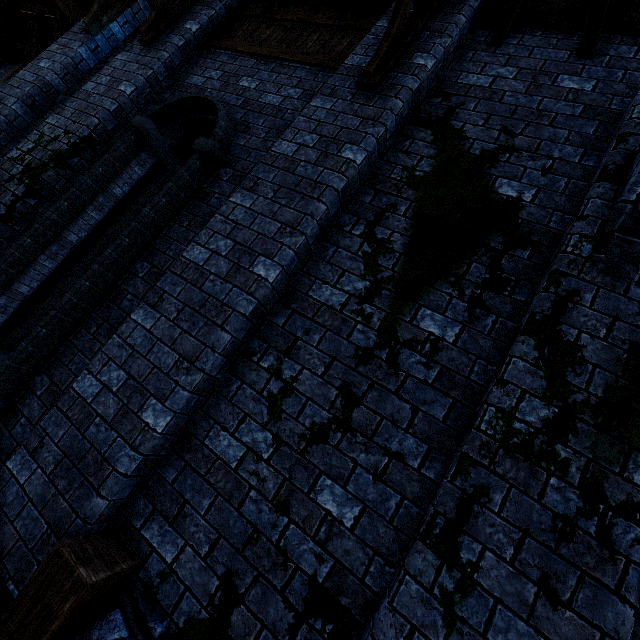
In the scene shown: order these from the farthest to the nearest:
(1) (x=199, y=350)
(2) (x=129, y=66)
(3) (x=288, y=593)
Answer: (2) (x=129, y=66) → (1) (x=199, y=350) → (3) (x=288, y=593)

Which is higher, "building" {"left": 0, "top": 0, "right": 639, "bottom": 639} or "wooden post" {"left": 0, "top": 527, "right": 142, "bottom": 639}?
"building" {"left": 0, "top": 0, "right": 639, "bottom": 639}

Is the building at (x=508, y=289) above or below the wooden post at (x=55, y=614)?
above
